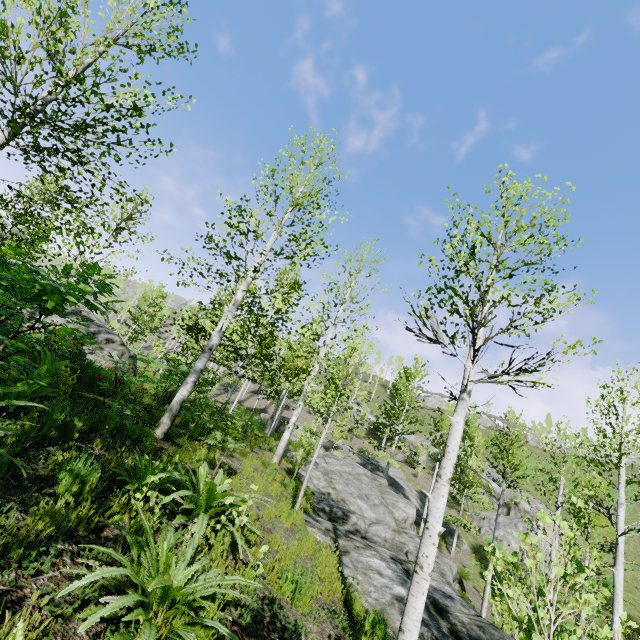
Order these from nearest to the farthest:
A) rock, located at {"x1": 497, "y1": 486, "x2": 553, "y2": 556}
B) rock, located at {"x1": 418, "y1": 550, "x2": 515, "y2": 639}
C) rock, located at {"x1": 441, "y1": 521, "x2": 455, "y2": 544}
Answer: rock, located at {"x1": 418, "y1": 550, "x2": 515, "y2": 639} < rock, located at {"x1": 441, "y1": 521, "x2": 455, "y2": 544} < rock, located at {"x1": 497, "y1": 486, "x2": 553, "y2": 556}

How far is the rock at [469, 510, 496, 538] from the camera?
26.39m

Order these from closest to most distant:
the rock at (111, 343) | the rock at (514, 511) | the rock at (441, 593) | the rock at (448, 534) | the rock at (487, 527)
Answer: the rock at (441, 593) < the rock at (111, 343) < the rock at (448, 534) < the rock at (514, 511) < the rock at (487, 527)

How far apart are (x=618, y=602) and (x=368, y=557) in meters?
5.9 m

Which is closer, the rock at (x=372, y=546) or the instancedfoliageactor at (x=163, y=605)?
the instancedfoliageactor at (x=163, y=605)

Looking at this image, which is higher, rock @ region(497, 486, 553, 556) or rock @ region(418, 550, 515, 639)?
rock @ region(497, 486, 553, 556)

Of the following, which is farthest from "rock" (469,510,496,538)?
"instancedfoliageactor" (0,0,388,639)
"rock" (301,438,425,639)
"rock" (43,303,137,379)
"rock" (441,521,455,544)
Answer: "rock" (43,303,137,379)

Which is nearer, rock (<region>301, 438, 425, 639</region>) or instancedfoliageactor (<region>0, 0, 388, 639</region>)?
instancedfoliageactor (<region>0, 0, 388, 639</region>)
